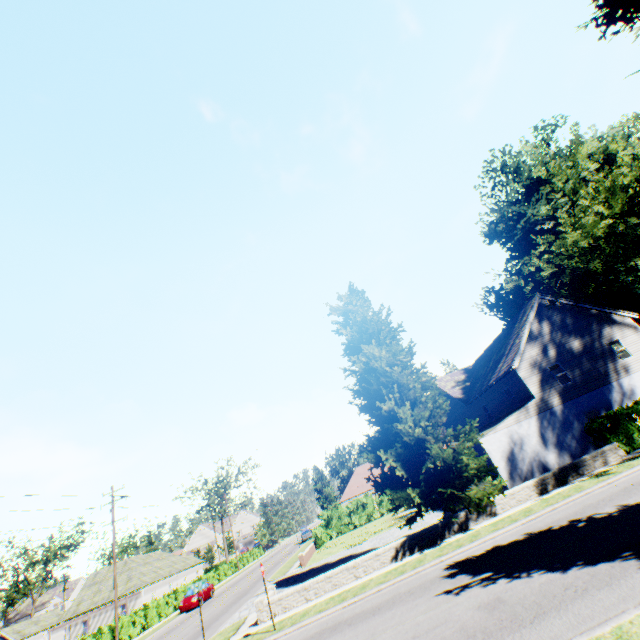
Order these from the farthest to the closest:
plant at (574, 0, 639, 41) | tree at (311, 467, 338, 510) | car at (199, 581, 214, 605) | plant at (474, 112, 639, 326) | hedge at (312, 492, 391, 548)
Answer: tree at (311, 467, 338, 510)
hedge at (312, 492, 391, 548)
car at (199, 581, 214, 605)
plant at (474, 112, 639, 326)
plant at (574, 0, 639, 41)

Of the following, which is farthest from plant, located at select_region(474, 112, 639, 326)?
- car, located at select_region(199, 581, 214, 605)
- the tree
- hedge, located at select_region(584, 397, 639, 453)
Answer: car, located at select_region(199, 581, 214, 605)

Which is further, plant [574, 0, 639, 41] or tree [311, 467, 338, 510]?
tree [311, 467, 338, 510]

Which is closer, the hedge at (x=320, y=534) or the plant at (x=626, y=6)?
the plant at (x=626, y=6)

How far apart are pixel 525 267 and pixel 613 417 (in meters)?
12.99

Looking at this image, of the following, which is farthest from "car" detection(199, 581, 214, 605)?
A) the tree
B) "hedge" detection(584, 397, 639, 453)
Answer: the tree

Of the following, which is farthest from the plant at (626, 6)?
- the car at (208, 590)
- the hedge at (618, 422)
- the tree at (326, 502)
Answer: the car at (208, 590)
